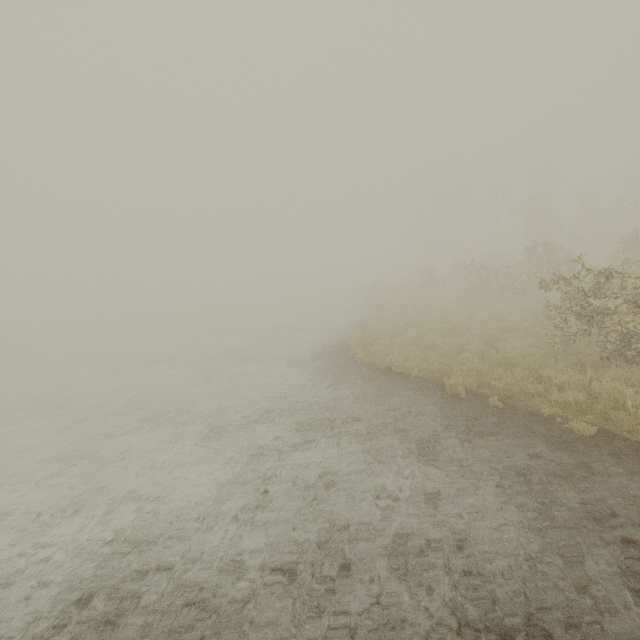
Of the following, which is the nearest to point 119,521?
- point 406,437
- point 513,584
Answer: point 406,437
